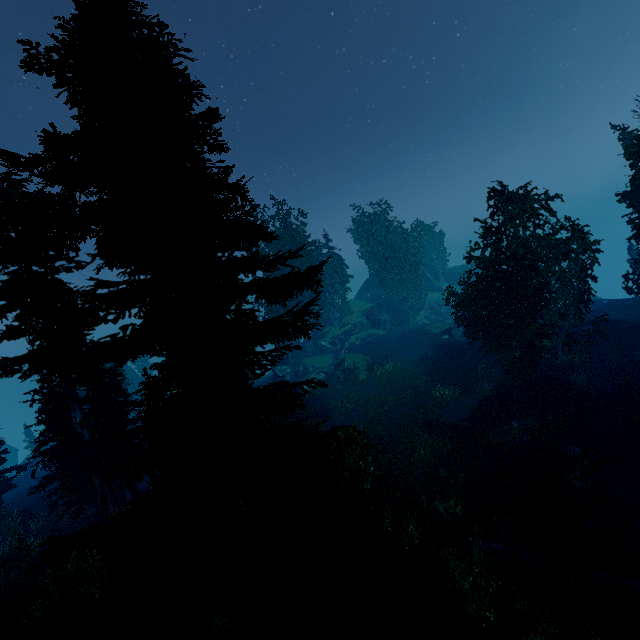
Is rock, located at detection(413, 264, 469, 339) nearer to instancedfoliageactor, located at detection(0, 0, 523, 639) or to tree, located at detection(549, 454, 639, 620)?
instancedfoliageactor, located at detection(0, 0, 523, 639)

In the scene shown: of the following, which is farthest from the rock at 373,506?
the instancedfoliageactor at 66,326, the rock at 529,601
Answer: the rock at 529,601

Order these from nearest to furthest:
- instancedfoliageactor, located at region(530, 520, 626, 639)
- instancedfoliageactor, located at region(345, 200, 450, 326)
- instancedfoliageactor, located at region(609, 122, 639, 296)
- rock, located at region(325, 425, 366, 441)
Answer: instancedfoliageactor, located at region(530, 520, 626, 639), rock, located at region(325, 425, 366, 441), instancedfoliageactor, located at region(609, 122, 639, 296), instancedfoliageactor, located at region(345, 200, 450, 326)

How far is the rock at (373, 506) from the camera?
9.0m

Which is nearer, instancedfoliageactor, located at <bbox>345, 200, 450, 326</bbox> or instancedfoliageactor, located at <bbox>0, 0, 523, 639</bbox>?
instancedfoliageactor, located at <bbox>0, 0, 523, 639</bbox>

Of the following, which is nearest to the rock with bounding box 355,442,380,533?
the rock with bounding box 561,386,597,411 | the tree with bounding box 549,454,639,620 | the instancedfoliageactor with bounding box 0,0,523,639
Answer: the instancedfoliageactor with bounding box 0,0,523,639

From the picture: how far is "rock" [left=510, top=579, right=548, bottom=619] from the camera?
8.88m

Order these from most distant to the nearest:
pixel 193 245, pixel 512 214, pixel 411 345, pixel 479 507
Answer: pixel 411 345 → pixel 512 214 → pixel 479 507 → pixel 193 245
